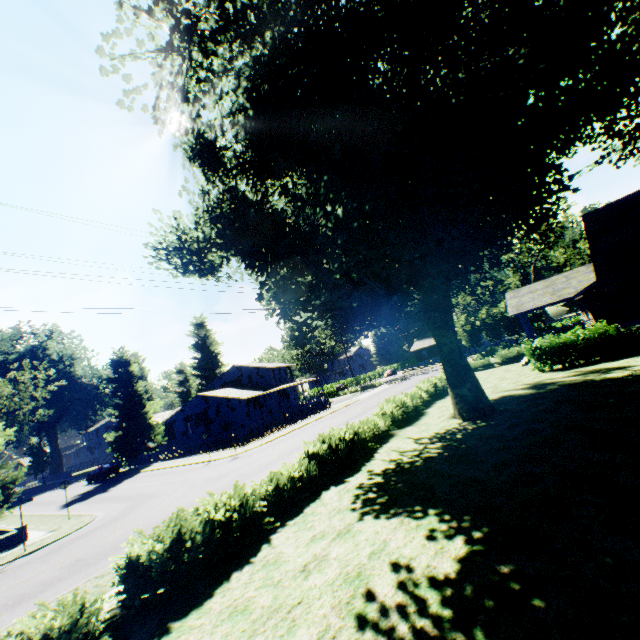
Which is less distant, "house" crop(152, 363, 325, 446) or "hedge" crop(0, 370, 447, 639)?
"hedge" crop(0, 370, 447, 639)

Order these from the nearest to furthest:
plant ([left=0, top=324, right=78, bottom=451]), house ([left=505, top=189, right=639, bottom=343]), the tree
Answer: house ([left=505, top=189, right=639, bottom=343])
plant ([left=0, top=324, right=78, bottom=451])
the tree

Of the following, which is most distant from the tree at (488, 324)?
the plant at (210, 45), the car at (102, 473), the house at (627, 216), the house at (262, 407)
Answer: the car at (102, 473)

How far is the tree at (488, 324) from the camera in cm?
4394

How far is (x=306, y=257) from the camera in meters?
10.2

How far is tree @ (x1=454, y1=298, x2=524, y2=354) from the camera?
43.94m

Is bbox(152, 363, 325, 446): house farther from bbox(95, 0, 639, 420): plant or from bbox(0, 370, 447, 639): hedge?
bbox(0, 370, 447, 639): hedge

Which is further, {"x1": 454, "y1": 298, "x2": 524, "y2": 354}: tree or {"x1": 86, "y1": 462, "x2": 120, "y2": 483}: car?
{"x1": 454, "y1": 298, "x2": 524, "y2": 354}: tree
